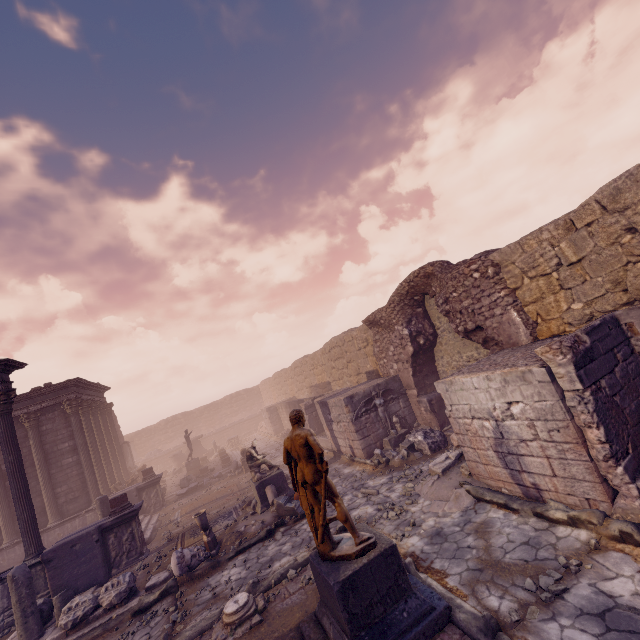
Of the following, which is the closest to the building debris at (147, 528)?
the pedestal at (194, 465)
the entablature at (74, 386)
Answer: the pedestal at (194, 465)

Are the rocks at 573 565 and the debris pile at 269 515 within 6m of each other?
no

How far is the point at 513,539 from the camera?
5.5 meters

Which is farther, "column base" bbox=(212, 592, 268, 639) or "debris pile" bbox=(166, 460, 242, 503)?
"debris pile" bbox=(166, 460, 242, 503)

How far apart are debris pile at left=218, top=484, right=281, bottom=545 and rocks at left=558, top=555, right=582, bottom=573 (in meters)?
7.30

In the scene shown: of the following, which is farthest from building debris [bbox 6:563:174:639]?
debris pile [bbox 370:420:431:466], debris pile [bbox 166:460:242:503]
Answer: debris pile [bbox 166:460:242:503]

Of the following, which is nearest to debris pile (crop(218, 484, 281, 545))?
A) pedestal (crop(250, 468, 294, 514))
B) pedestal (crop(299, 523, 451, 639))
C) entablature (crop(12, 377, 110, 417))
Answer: pedestal (crop(250, 468, 294, 514))

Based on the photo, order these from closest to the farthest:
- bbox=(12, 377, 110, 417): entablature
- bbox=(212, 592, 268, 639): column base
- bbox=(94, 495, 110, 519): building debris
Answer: bbox=(212, 592, 268, 639): column base < bbox=(94, 495, 110, 519): building debris < bbox=(12, 377, 110, 417): entablature
